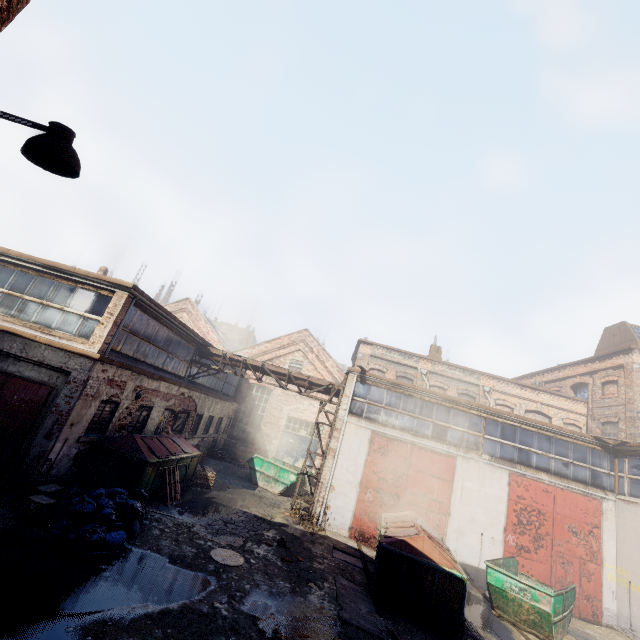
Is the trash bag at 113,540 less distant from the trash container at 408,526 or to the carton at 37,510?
the carton at 37,510

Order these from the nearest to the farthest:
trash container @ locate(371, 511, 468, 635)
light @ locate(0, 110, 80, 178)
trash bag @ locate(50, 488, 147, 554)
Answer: light @ locate(0, 110, 80, 178), trash bag @ locate(50, 488, 147, 554), trash container @ locate(371, 511, 468, 635)

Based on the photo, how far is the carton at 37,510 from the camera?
7.1 meters

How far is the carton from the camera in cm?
713

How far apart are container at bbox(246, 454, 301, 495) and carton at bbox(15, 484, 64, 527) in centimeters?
1104cm

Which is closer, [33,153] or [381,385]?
[33,153]

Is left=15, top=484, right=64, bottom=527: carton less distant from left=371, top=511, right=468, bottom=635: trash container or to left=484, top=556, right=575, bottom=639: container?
left=371, top=511, right=468, bottom=635: trash container

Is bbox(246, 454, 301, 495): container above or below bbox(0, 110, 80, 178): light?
below
